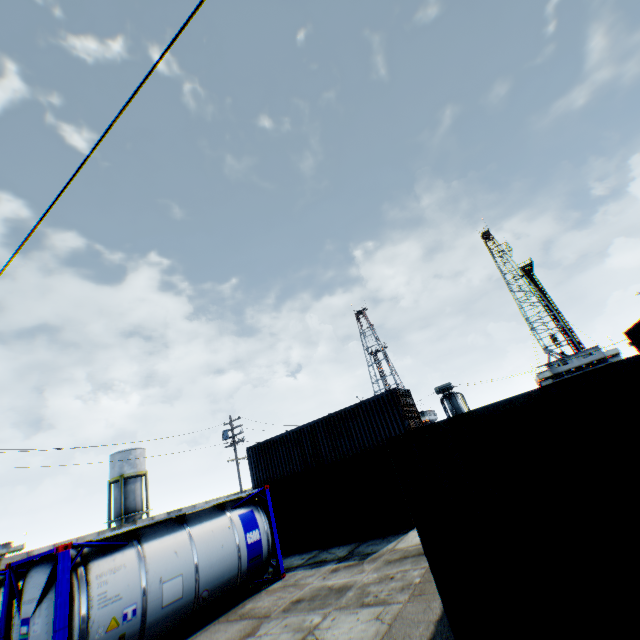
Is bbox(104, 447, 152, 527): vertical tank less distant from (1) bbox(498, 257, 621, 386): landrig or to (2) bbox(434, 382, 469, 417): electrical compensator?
(2) bbox(434, 382, 469, 417): electrical compensator

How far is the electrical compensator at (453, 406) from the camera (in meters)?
32.25

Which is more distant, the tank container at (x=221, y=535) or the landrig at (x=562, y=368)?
the landrig at (x=562, y=368)

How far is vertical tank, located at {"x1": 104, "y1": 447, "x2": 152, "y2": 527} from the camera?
38.8m

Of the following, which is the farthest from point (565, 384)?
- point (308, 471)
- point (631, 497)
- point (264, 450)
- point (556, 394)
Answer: point (264, 450)

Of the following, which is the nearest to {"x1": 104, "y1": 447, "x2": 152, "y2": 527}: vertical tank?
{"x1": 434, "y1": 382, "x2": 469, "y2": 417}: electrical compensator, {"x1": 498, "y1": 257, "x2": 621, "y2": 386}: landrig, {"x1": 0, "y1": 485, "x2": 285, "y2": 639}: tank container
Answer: {"x1": 0, "y1": 485, "x2": 285, "y2": 639}: tank container

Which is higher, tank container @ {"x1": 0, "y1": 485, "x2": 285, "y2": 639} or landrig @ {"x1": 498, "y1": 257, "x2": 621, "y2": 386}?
landrig @ {"x1": 498, "y1": 257, "x2": 621, "y2": 386}

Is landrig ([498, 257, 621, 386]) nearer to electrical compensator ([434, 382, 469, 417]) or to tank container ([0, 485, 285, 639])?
electrical compensator ([434, 382, 469, 417])
